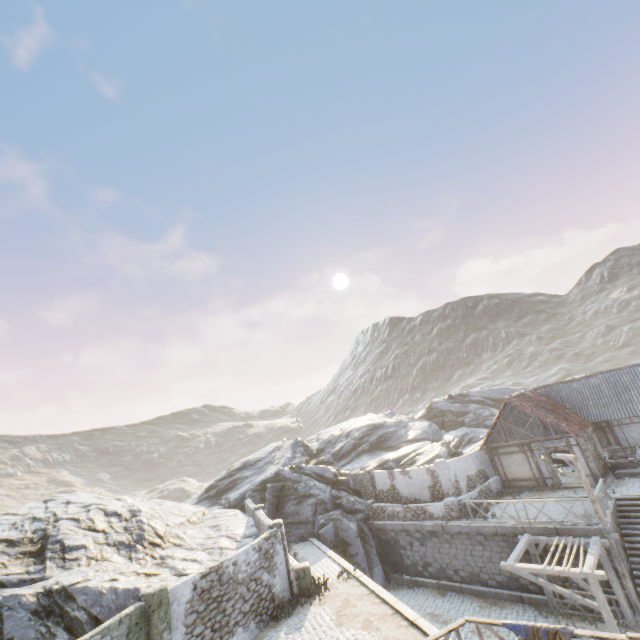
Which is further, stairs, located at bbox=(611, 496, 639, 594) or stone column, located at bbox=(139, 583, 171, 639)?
stairs, located at bbox=(611, 496, 639, 594)

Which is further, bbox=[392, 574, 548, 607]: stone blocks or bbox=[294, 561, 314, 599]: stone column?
bbox=[392, 574, 548, 607]: stone blocks

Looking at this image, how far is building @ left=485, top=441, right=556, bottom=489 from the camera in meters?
20.8

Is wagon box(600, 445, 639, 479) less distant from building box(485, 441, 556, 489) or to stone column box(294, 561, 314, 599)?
building box(485, 441, 556, 489)

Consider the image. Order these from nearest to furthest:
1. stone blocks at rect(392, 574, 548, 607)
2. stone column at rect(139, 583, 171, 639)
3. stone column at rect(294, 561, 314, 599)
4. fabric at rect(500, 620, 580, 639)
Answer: fabric at rect(500, 620, 580, 639)
stone column at rect(139, 583, 171, 639)
stone column at rect(294, 561, 314, 599)
stone blocks at rect(392, 574, 548, 607)

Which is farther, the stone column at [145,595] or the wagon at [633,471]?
the wagon at [633,471]

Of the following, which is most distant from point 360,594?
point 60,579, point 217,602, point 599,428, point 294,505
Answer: point 599,428

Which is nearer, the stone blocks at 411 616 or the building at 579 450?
the stone blocks at 411 616
